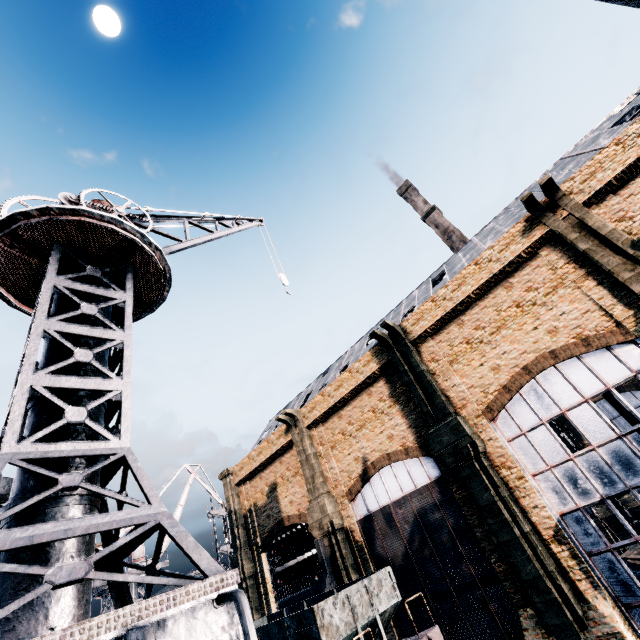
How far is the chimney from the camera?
56.4 meters

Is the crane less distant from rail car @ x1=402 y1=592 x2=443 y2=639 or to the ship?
rail car @ x1=402 y1=592 x2=443 y2=639

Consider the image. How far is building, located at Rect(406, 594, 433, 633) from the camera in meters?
18.4

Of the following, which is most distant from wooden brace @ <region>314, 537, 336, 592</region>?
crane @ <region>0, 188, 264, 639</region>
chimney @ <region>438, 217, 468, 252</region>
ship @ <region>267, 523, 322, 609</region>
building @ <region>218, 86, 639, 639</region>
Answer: chimney @ <region>438, 217, 468, 252</region>

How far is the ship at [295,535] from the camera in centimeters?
3481cm

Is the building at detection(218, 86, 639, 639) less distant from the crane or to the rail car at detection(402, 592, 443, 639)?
the crane

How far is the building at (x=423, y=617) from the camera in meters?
18.4 m

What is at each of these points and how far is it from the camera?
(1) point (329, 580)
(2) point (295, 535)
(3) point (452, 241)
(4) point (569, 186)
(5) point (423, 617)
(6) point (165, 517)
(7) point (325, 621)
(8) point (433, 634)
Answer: (1) wooden brace, 21.3 meters
(2) ship, 40.6 meters
(3) chimney, 57.8 meters
(4) building, 17.4 meters
(5) building, 18.6 meters
(6) crane, 3.9 meters
(7) rail car, 11.9 meters
(8) rail car, 12.8 meters
